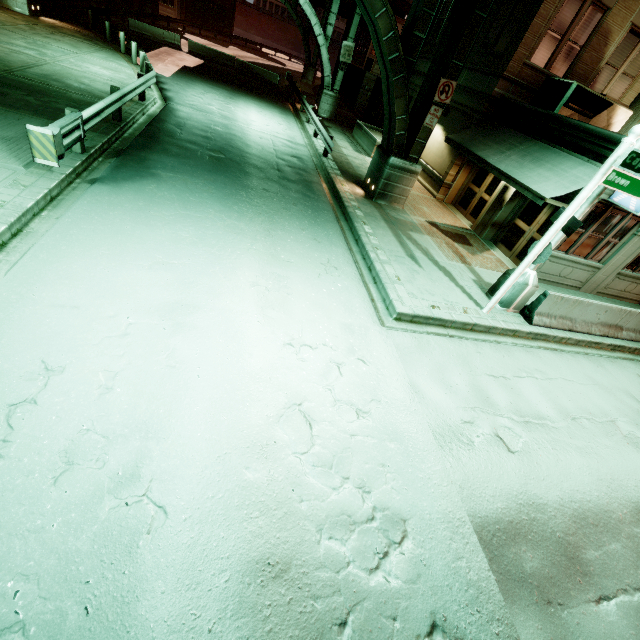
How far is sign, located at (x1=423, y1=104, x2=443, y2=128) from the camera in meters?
11.5

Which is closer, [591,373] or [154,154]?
[591,373]

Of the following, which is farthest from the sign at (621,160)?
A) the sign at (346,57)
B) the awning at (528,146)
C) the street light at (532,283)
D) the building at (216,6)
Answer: the building at (216,6)

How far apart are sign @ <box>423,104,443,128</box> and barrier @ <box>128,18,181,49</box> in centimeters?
2851cm

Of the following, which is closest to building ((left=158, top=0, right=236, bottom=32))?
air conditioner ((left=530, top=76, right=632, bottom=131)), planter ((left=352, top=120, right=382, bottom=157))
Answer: planter ((left=352, top=120, right=382, bottom=157))

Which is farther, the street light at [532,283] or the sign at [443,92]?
the sign at [443,92]

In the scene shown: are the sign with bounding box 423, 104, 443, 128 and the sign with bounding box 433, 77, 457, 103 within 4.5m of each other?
yes

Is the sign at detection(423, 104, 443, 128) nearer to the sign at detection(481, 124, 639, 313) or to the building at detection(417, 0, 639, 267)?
the building at detection(417, 0, 639, 267)
